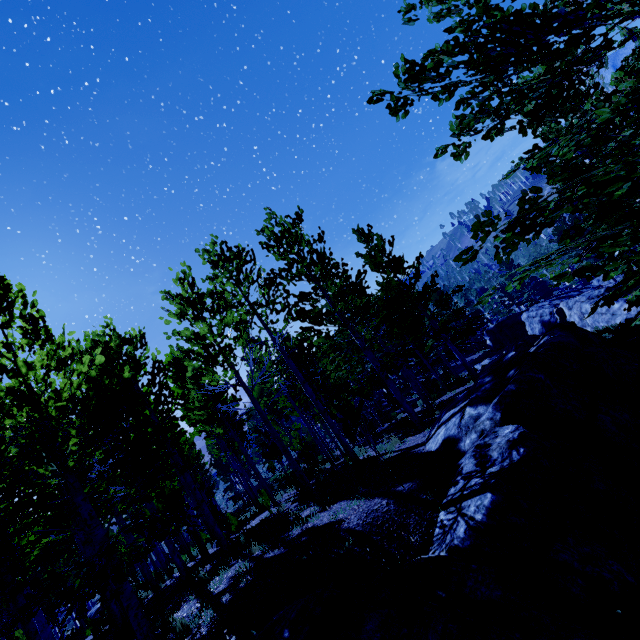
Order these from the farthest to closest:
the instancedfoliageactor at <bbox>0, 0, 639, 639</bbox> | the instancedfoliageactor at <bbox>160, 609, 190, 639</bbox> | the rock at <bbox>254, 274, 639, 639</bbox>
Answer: the instancedfoliageactor at <bbox>160, 609, 190, 639</bbox> → the rock at <bbox>254, 274, 639, 639</bbox> → the instancedfoliageactor at <bbox>0, 0, 639, 639</bbox>

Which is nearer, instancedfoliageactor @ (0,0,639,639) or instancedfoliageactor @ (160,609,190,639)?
instancedfoliageactor @ (0,0,639,639)

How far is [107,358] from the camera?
10.2m

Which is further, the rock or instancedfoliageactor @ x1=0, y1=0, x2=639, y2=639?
the rock

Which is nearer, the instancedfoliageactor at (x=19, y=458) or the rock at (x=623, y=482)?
the instancedfoliageactor at (x=19, y=458)

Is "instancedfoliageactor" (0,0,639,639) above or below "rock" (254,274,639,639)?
above
